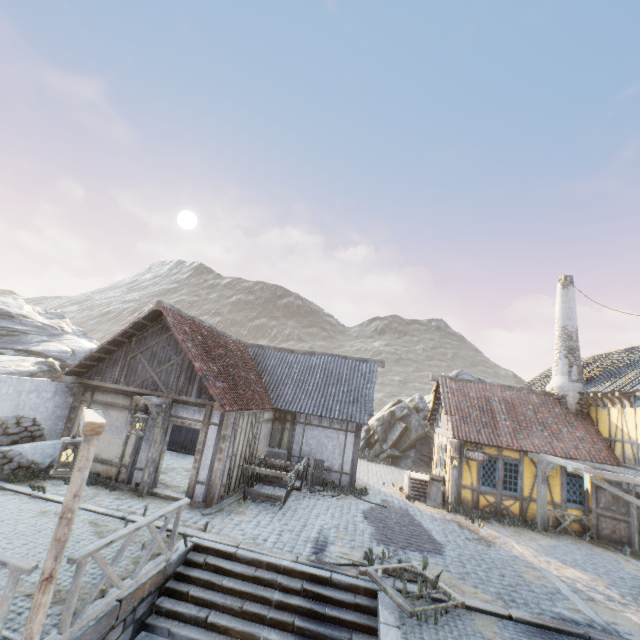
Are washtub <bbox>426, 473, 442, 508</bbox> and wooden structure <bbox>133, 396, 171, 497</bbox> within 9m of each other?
→ no

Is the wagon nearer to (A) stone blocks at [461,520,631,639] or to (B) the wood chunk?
(B) the wood chunk

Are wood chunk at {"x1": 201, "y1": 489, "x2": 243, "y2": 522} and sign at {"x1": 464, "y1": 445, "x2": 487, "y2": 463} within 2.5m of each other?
no

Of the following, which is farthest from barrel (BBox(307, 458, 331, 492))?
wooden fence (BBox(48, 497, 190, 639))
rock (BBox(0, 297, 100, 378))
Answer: rock (BBox(0, 297, 100, 378))

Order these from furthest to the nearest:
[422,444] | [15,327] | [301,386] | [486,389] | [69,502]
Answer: Answer: [422,444] → [15,327] → [486,389] → [301,386] → [69,502]

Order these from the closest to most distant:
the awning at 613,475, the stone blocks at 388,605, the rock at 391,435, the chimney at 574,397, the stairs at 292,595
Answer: the stone blocks at 388,605
the stairs at 292,595
the awning at 613,475
the chimney at 574,397
the rock at 391,435

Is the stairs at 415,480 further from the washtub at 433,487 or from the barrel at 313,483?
the barrel at 313,483

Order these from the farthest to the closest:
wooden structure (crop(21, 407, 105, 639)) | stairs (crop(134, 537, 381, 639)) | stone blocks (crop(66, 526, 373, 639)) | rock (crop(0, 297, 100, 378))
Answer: rock (crop(0, 297, 100, 378)), stairs (crop(134, 537, 381, 639)), stone blocks (crop(66, 526, 373, 639)), wooden structure (crop(21, 407, 105, 639))
